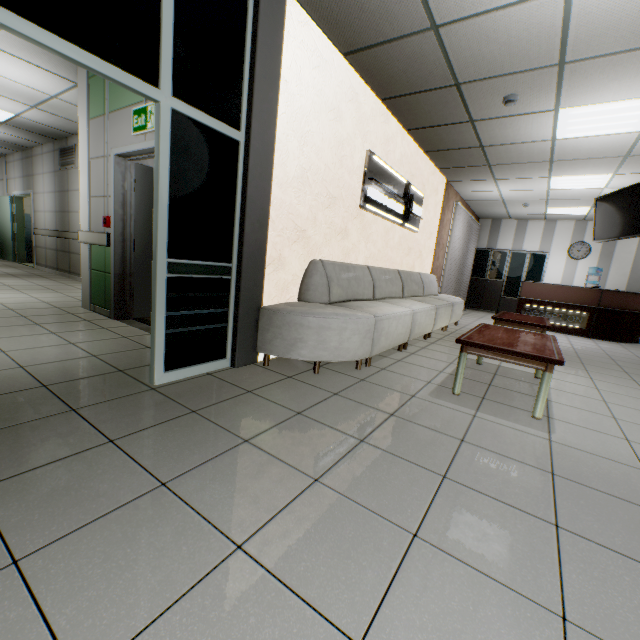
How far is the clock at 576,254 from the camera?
10.1 meters

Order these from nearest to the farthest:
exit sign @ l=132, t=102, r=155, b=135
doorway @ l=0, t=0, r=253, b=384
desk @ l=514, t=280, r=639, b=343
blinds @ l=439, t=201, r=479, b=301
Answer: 1. doorway @ l=0, t=0, r=253, b=384
2. exit sign @ l=132, t=102, r=155, b=135
3. desk @ l=514, t=280, r=639, b=343
4. blinds @ l=439, t=201, r=479, b=301

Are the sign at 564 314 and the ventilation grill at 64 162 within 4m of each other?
no

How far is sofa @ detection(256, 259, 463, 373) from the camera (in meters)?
2.99

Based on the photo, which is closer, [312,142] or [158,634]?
[158,634]

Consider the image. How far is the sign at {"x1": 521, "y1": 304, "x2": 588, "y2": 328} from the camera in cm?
767

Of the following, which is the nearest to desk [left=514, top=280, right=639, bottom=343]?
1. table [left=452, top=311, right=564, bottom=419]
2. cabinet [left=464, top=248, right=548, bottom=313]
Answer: cabinet [left=464, top=248, right=548, bottom=313]

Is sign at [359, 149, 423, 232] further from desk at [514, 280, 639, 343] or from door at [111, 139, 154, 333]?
desk at [514, 280, 639, 343]
